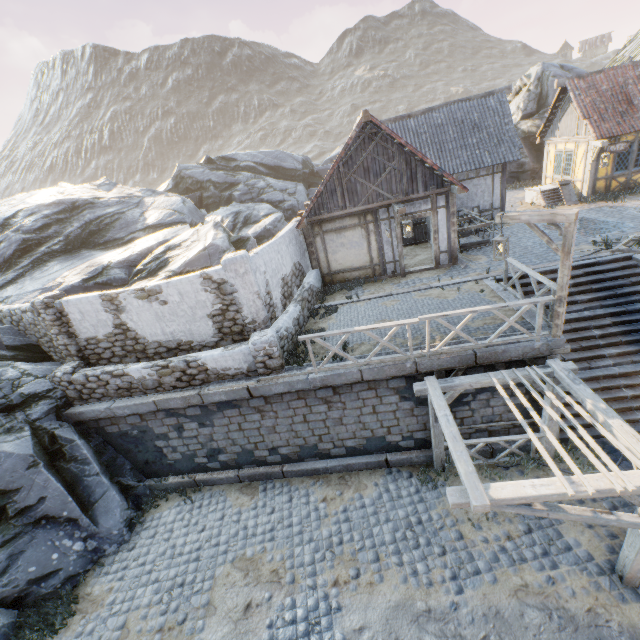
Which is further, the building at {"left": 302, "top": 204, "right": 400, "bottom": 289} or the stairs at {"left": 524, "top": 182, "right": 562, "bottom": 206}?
the stairs at {"left": 524, "top": 182, "right": 562, "bottom": 206}

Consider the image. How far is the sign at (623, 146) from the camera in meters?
15.1 m

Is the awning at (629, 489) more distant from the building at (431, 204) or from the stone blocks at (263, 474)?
the building at (431, 204)

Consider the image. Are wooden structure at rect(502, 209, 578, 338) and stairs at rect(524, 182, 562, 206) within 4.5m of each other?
no

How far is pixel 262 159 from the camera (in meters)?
30.05

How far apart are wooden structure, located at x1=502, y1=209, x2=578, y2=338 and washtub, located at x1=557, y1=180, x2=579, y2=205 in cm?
1321

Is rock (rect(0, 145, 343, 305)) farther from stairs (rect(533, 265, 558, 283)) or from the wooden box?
stairs (rect(533, 265, 558, 283))

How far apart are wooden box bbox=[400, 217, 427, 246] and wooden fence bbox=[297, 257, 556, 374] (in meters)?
9.82
